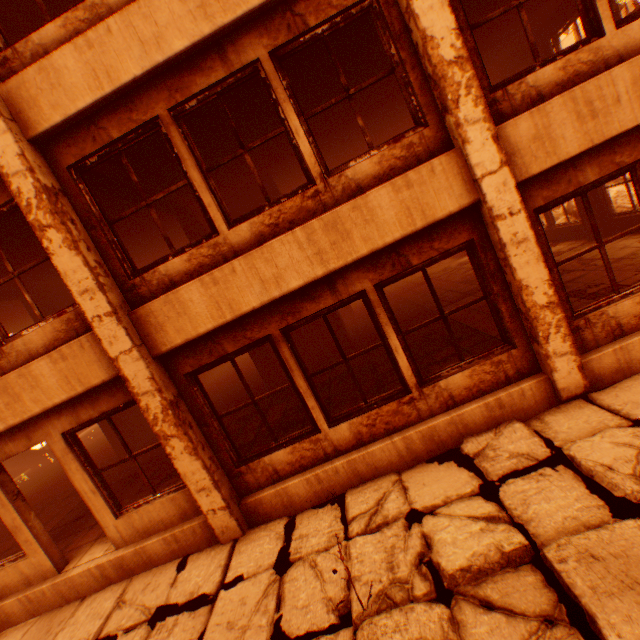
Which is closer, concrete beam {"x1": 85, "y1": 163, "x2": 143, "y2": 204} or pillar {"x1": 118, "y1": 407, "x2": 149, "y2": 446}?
concrete beam {"x1": 85, "y1": 163, "x2": 143, "y2": 204}

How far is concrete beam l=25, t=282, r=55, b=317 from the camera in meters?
8.8

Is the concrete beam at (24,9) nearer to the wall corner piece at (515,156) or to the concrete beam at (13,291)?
the concrete beam at (13,291)

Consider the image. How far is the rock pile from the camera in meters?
10.5

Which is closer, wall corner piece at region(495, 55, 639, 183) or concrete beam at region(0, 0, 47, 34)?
wall corner piece at region(495, 55, 639, 183)

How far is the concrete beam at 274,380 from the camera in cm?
887

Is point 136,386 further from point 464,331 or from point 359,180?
point 464,331

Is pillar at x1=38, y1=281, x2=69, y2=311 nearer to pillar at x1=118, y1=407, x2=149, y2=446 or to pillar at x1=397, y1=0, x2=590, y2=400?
pillar at x1=118, y1=407, x2=149, y2=446
